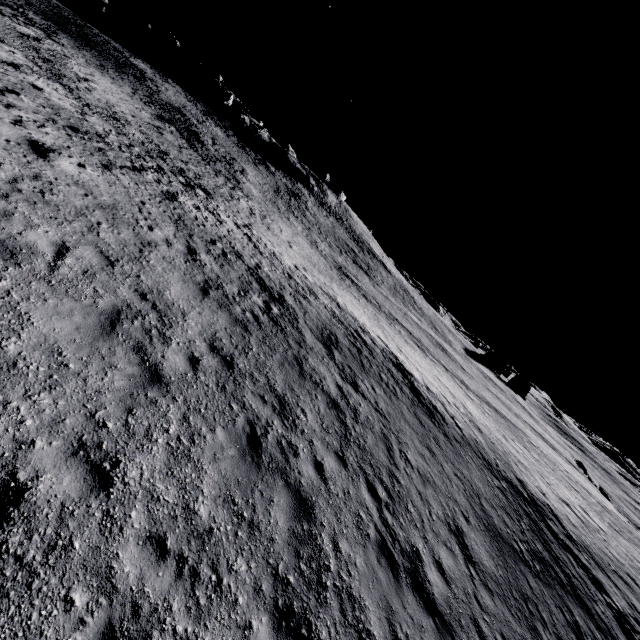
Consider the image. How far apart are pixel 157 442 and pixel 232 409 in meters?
2.0
